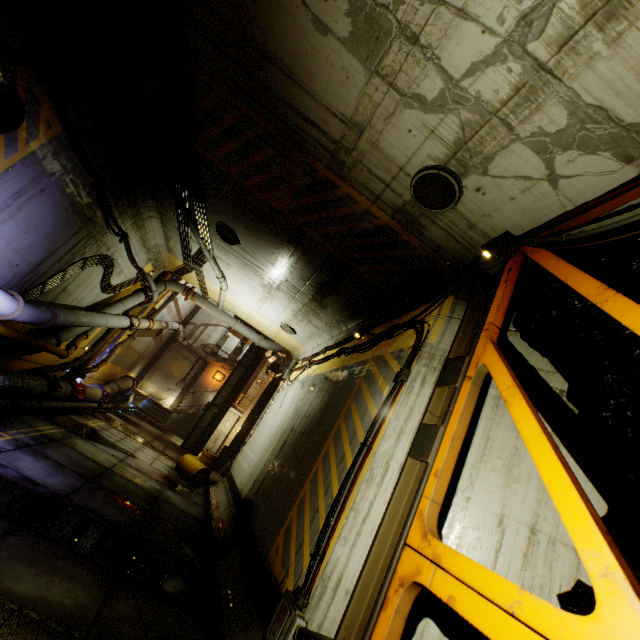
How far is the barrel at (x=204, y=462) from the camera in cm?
1195

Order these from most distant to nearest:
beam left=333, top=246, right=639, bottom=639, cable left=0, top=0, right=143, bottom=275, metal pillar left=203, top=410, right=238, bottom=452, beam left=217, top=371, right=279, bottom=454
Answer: metal pillar left=203, top=410, right=238, bottom=452, beam left=217, top=371, right=279, bottom=454, cable left=0, top=0, right=143, bottom=275, beam left=333, top=246, right=639, bottom=639

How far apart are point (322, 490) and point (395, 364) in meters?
2.6

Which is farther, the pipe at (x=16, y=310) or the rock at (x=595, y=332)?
the pipe at (x=16, y=310)

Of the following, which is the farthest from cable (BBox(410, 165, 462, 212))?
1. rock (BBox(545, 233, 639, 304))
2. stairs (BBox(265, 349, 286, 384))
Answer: stairs (BBox(265, 349, 286, 384))

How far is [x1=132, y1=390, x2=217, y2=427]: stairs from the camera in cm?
2130

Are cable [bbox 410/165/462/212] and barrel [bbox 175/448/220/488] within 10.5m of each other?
no

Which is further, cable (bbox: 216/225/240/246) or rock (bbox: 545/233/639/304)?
cable (bbox: 216/225/240/246)
